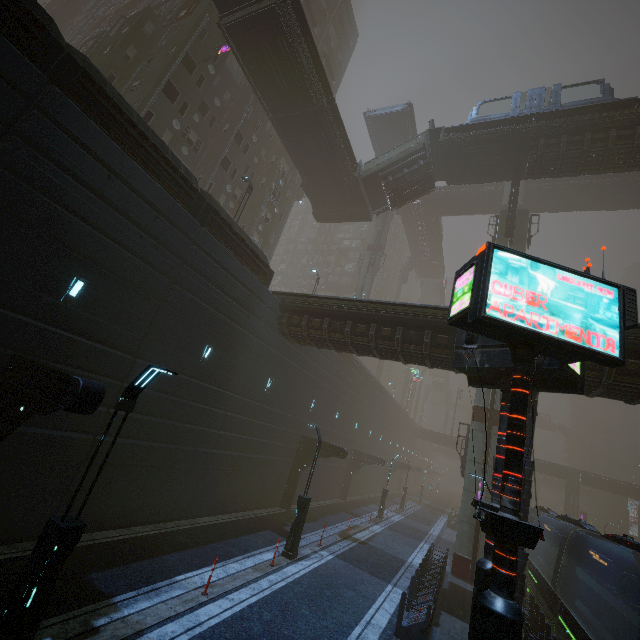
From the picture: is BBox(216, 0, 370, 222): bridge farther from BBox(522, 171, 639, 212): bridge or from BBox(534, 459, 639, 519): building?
BBox(522, 171, 639, 212): bridge

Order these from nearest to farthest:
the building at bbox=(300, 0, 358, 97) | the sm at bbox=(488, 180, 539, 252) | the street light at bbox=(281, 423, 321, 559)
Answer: the street light at bbox=(281, 423, 321, 559) < the sm at bbox=(488, 180, 539, 252) < the building at bbox=(300, 0, 358, 97)

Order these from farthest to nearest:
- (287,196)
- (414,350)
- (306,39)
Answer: (287,196) < (306,39) < (414,350)

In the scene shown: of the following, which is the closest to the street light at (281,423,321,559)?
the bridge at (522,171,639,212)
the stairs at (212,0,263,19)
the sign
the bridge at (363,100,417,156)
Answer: the sign

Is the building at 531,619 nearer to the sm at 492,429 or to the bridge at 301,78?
the sm at 492,429

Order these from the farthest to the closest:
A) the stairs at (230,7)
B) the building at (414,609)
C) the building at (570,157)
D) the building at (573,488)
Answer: the building at (573,488) < the building at (570,157) < the stairs at (230,7) < the building at (414,609)

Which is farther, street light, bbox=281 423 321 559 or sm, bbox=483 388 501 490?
sm, bbox=483 388 501 490

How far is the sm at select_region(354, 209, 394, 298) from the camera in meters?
42.1 m
